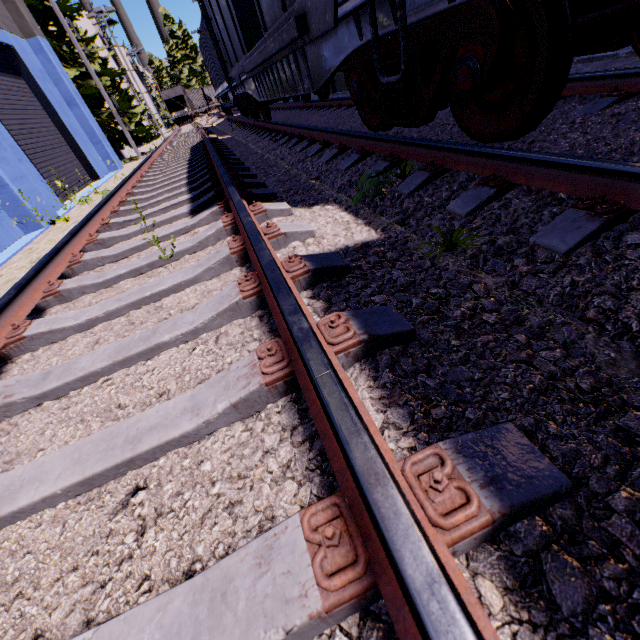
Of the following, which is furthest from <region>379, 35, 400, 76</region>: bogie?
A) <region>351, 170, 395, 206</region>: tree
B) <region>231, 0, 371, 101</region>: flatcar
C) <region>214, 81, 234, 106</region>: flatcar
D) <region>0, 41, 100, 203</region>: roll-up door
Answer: <region>214, 81, 234, 106</region>: flatcar

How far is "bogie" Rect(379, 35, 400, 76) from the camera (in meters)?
2.85

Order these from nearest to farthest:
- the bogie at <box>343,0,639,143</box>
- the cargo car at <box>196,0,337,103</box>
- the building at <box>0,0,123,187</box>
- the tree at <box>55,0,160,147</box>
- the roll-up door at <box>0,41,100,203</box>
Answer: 1. the bogie at <box>343,0,639,143</box>
2. the cargo car at <box>196,0,337,103</box>
3. the roll-up door at <box>0,41,100,203</box>
4. the building at <box>0,0,123,187</box>
5. the tree at <box>55,0,160,147</box>

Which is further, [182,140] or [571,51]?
[182,140]

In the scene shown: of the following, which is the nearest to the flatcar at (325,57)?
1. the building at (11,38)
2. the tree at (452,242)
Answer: the tree at (452,242)

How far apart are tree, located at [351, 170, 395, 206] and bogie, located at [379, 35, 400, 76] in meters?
0.6

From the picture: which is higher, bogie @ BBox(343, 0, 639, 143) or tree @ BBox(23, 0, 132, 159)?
tree @ BBox(23, 0, 132, 159)

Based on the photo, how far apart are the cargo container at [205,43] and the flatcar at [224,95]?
0.0 meters
